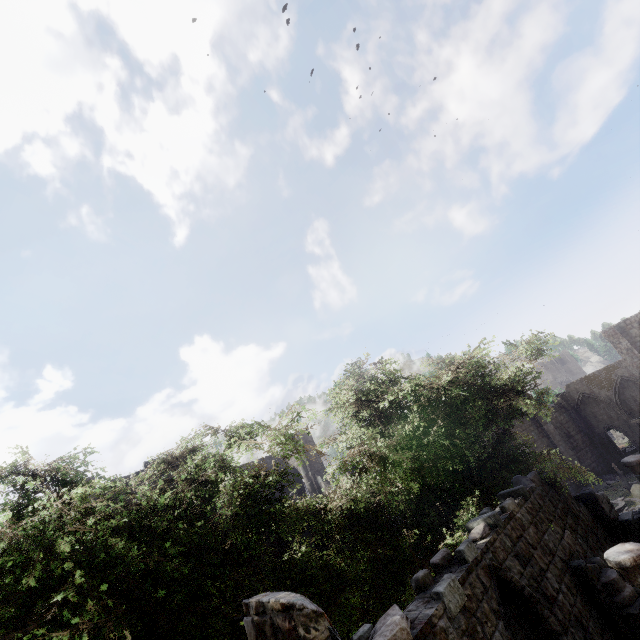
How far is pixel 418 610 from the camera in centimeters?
548cm

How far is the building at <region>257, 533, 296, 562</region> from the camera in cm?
1650

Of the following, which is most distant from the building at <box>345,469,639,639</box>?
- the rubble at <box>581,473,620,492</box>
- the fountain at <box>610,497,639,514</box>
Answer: the fountain at <box>610,497,639,514</box>

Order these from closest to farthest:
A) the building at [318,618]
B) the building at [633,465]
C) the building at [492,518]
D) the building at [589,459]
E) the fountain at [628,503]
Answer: the building at [318,618] → the building at [492,518] → the building at [633,465] → the fountain at [628,503] → the building at [589,459]

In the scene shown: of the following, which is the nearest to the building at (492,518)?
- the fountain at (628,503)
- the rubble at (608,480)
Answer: the rubble at (608,480)

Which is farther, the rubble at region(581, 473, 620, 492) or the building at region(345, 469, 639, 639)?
the rubble at region(581, 473, 620, 492)

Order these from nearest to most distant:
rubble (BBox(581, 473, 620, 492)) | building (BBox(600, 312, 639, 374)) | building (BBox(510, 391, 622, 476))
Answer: rubble (BBox(581, 473, 620, 492)), building (BBox(510, 391, 622, 476)), building (BBox(600, 312, 639, 374))
